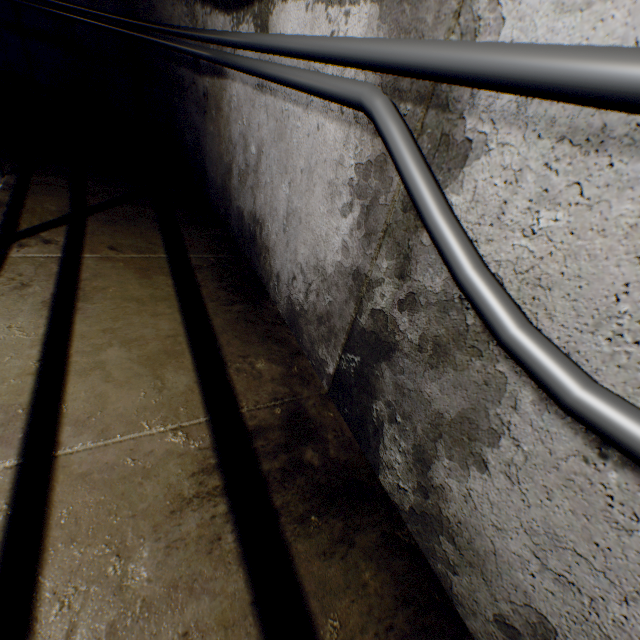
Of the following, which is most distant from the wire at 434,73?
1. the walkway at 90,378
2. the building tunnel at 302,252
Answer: the walkway at 90,378

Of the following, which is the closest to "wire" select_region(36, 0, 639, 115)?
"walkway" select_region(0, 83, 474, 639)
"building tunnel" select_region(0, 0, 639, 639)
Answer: "building tunnel" select_region(0, 0, 639, 639)

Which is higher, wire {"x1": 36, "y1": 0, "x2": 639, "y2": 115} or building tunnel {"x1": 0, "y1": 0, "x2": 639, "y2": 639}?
wire {"x1": 36, "y1": 0, "x2": 639, "y2": 115}

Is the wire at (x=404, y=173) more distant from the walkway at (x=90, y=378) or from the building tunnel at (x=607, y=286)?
the walkway at (x=90, y=378)

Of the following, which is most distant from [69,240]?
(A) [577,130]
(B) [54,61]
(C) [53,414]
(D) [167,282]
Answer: (B) [54,61]

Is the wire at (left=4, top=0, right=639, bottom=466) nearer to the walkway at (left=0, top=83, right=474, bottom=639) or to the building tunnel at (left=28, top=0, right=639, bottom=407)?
the building tunnel at (left=28, top=0, right=639, bottom=407)
